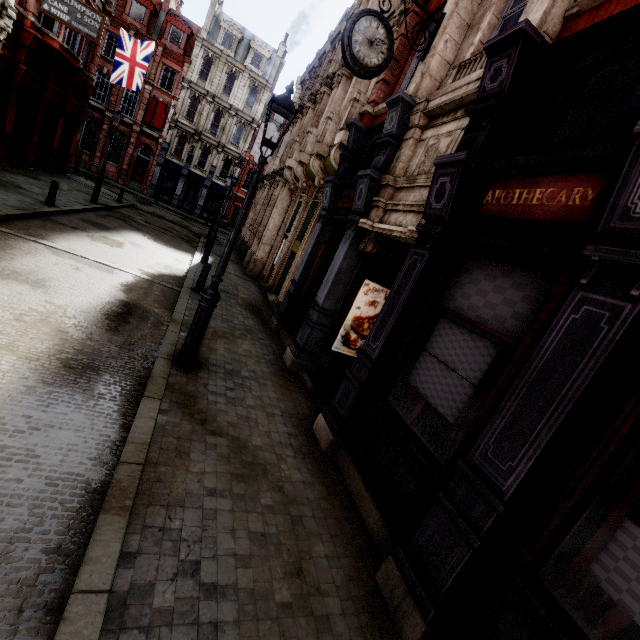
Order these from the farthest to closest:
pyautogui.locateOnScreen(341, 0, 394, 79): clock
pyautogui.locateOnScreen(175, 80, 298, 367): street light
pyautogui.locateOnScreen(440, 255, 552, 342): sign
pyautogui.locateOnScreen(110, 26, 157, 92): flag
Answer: pyautogui.locateOnScreen(110, 26, 157, 92): flag → pyautogui.locateOnScreen(341, 0, 394, 79): clock → pyautogui.locateOnScreen(175, 80, 298, 367): street light → pyautogui.locateOnScreen(440, 255, 552, 342): sign

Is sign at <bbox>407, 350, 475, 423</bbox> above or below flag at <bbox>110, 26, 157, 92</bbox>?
below

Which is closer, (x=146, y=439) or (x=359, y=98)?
(x=146, y=439)

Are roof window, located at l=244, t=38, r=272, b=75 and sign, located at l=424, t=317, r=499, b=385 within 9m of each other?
no

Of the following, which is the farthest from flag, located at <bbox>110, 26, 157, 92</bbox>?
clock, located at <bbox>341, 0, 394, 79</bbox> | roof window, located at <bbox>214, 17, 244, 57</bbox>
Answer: clock, located at <bbox>341, 0, 394, 79</bbox>

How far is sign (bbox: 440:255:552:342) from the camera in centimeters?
329cm

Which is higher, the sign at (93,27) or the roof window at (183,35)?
the roof window at (183,35)

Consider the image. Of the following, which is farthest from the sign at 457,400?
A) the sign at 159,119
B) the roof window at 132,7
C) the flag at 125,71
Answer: the roof window at 132,7
